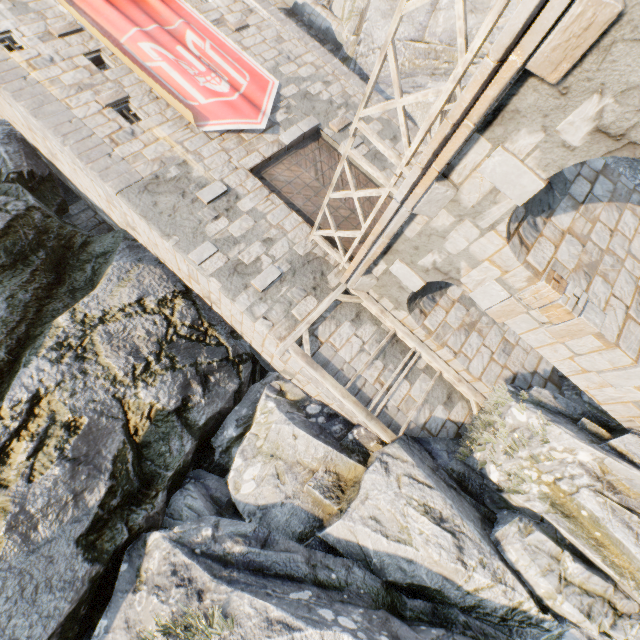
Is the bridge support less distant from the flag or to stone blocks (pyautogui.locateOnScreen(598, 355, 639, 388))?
stone blocks (pyautogui.locateOnScreen(598, 355, 639, 388))

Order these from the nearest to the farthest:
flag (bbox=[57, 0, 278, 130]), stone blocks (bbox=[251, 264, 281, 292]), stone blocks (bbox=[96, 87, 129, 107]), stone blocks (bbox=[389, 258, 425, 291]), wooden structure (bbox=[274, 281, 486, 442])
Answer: stone blocks (bbox=[389, 258, 425, 291]) → wooden structure (bbox=[274, 281, 486, 442]) → stone blocks (bbox=[251, 264, 281, 292]) → stone blocks (bbox=[96, 87, 129, 107]) → flag (bbox=[57, 0, 278, 130])

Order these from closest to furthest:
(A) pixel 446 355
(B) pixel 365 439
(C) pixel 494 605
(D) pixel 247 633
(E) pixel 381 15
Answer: (D) pixel 247 633 < (C) pixel 494 605 < (B) pixel 365 439 < (A) pixel 446 355 < (E) pixel 381 15

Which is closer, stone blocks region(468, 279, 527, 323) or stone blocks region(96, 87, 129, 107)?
stone blocks region(468, 279, 527, 323)

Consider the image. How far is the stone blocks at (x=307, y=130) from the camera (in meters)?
9.38

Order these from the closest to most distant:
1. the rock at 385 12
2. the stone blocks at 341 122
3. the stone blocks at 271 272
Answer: the stone blocks at 271 272 < the stone blocks at 341 122 < the rock at 385 12

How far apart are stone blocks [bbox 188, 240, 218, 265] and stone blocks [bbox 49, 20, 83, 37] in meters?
7.3 m

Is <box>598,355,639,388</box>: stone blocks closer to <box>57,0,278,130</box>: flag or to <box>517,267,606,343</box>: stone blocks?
<box>517,267,606,343</box>: stone blocks
